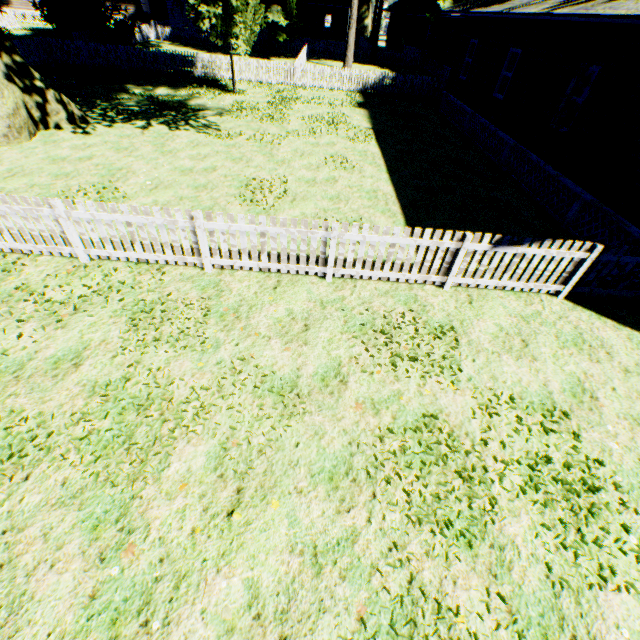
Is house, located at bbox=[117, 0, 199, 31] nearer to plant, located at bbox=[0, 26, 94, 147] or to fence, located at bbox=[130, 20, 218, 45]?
fence, located at bbox=[130, 20, 218, 45]

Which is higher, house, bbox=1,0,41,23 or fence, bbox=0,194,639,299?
house, bbox=1,0,41,23

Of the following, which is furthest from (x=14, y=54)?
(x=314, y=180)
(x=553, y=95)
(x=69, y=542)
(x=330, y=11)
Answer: (x=330, y=11)

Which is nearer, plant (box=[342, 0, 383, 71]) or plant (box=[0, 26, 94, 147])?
plant (box=[0, 26, 94, 147])

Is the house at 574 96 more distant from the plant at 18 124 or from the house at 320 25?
the house at 320 25

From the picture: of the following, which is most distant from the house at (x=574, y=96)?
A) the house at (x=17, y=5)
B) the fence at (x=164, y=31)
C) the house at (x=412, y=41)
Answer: the house at (x=17, y=5)

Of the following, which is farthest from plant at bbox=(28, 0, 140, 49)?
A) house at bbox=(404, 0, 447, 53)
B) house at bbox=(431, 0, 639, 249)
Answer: house at bbox=(404, 0, 447, 53)

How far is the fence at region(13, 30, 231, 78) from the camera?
20.69m
